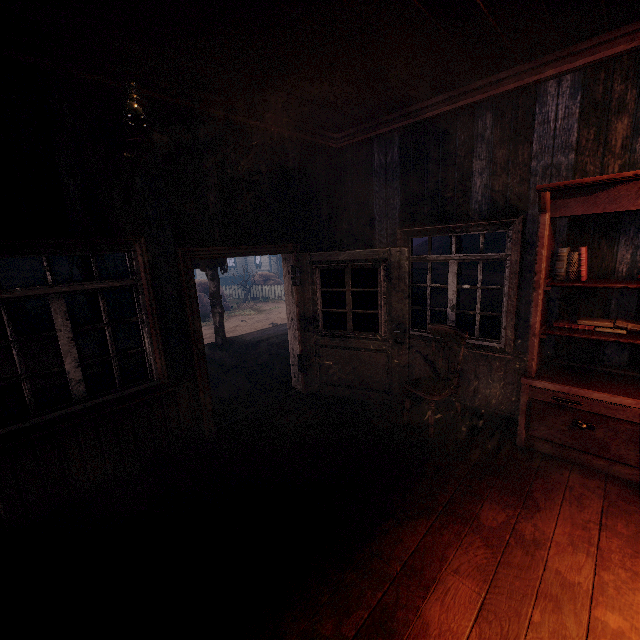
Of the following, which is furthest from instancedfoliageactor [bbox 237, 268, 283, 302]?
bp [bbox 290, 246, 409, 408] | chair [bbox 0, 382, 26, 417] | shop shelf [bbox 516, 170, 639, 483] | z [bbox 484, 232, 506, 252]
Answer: shop shelf [bbox 516, 170, 639, 483]

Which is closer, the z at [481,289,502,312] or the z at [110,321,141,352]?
the z at [110,321,141,352]

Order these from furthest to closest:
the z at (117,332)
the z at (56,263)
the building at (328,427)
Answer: the z at (56,263)
the z at (117,332)
the building at (328,427)

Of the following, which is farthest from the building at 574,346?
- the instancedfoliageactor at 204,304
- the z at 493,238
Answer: the instancedfoliageactor at 204,304

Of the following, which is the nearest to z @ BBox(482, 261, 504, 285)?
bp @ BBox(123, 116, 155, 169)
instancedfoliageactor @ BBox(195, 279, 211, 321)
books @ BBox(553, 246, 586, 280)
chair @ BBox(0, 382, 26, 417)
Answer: instancedfoliageactor @ BBox(195, 279, 211, 321)

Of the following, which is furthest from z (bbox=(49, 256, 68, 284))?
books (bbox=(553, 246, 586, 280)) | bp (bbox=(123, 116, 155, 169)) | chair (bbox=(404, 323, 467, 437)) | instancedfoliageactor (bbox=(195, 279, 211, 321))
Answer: bp (bbox=(123, 116, 155, 169))

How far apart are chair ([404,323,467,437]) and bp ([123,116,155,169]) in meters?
3.6

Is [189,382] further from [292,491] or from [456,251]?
[456,251]
